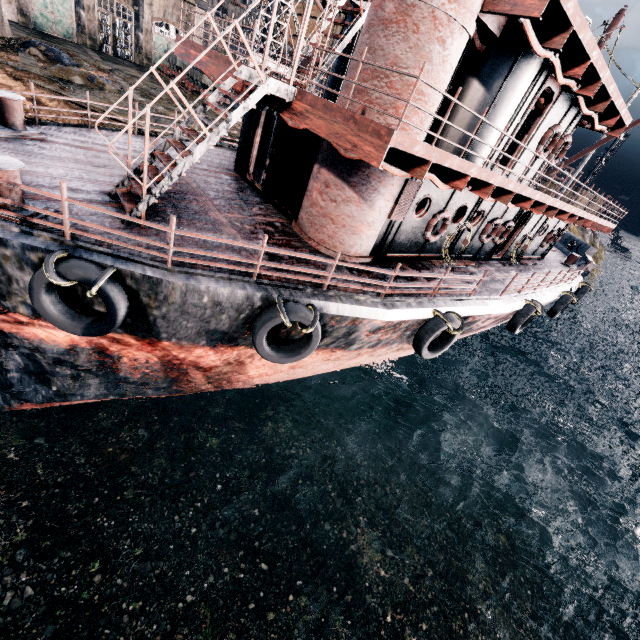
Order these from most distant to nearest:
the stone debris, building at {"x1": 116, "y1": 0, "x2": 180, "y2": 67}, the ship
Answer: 1. building at {"x1": 116, "y1": 0, "x2": 180, "y2": 67}
2. the stone debris
3. the ship

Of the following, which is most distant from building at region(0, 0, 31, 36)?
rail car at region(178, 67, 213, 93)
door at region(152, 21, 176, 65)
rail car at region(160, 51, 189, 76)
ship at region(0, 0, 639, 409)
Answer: ship at region(0, 0, 639, 409)

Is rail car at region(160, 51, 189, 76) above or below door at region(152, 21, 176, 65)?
below

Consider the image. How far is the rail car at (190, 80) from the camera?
32.6m

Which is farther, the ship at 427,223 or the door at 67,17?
the door at 67,17

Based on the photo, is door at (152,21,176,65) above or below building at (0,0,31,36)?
above

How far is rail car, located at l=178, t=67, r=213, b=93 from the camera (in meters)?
32.62

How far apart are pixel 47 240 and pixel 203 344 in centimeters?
362cm
